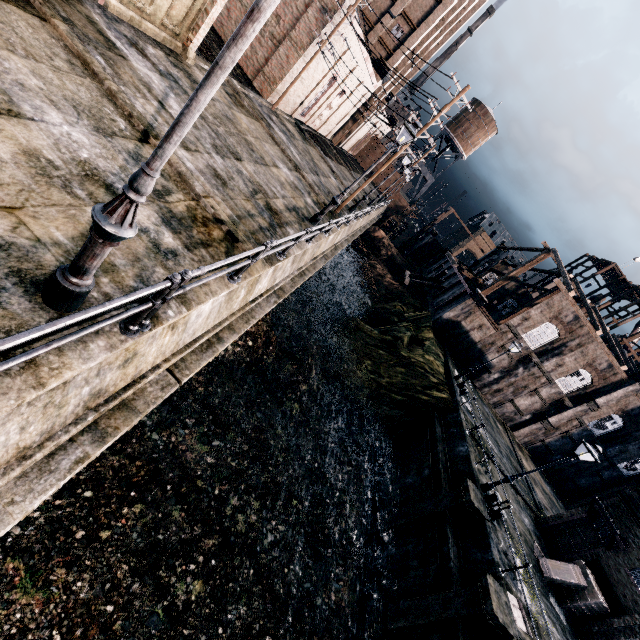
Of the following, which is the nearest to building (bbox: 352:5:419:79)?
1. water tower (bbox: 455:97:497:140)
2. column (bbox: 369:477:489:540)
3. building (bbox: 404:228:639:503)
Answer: water tower (bbox: 455:97:497:140)

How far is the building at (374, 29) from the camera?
36.69m

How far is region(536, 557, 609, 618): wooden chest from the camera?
16.50m

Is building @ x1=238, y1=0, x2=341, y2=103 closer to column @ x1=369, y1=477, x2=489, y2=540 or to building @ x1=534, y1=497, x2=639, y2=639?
building @ x1=534, y1=497, x2=639, y2=639

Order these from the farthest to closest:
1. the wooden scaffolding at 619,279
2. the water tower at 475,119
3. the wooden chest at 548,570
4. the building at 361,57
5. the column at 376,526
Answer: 1. the water tower at 475,119
2. the wooden scaffolding at 619,279
3. the building at 361,57
4. the wooden chest at 548,570
5. the column at 376,526

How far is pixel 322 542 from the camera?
15.60m

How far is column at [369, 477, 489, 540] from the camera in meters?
15.7 m

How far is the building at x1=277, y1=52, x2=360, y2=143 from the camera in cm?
2653
